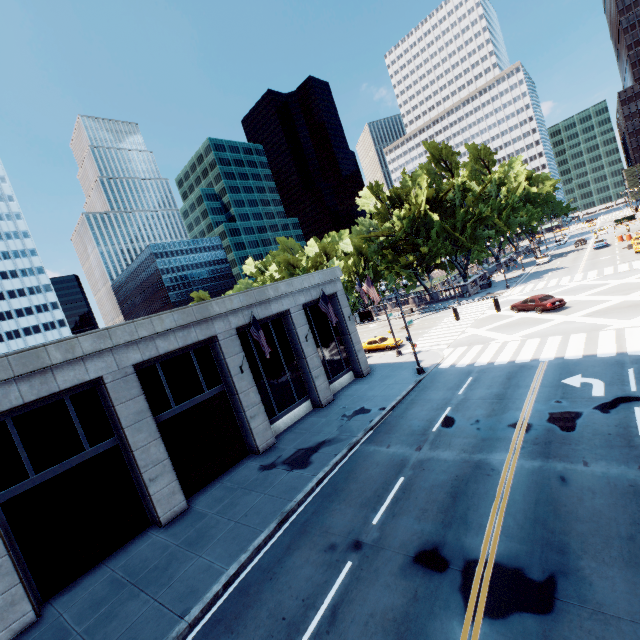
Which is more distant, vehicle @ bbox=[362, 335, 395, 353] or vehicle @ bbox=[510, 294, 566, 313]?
vehicle @ bbox=[362, 335, 395, 353]

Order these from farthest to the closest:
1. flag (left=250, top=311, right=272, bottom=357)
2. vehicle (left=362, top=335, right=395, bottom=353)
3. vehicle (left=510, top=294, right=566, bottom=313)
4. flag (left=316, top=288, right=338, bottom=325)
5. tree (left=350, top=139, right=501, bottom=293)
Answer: tree (left=350, top=139, right=501, bottom=293) → vehicle (left=362, top=335, right=395, bottom=353) → vehicle (left=510, top=294, right=566, bottom=313) → flag (left=316, top=288, right=338, bottom=325) → flag (left=250, top=311, right=272, bottom=357)

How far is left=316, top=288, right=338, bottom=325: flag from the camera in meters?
21.3

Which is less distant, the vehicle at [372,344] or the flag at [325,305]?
the flag at [325,305]

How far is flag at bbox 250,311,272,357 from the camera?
17.16m

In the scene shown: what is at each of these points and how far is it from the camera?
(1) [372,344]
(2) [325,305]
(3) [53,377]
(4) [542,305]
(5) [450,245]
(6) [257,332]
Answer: (1) vehicle, 35.7 meters
(2) flag, 21.6 meters
(3) building, 13.5 meters
(4) vehicle, 28.8 meters
(5) tree, 51.1 meters
(6) flag, 17.4 meters

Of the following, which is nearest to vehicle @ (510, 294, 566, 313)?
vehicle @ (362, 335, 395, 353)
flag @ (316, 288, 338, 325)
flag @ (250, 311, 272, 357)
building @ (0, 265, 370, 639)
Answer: vehicle @ (362, 335, 395, 353)

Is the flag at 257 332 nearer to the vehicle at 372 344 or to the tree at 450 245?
the vehicle at 372 344
